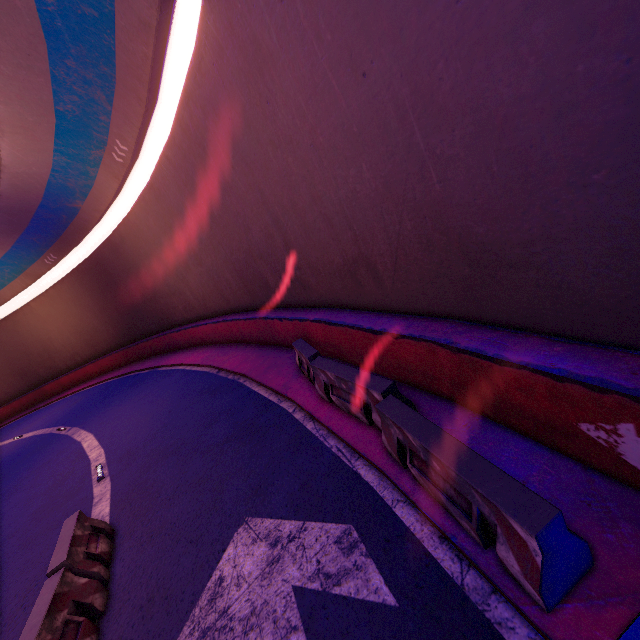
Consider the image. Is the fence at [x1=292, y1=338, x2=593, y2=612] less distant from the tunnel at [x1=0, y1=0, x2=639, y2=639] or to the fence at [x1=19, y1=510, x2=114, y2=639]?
the tunnel at [x1=0, y1=0, x2=639, y2=639]

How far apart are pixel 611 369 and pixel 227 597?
5.3m

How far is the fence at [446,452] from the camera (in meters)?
2.60

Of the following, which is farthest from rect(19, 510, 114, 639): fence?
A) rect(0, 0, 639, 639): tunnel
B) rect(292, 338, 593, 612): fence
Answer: rect(292, 338, 593, 612): fence

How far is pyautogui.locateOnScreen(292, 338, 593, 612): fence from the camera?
2.6m

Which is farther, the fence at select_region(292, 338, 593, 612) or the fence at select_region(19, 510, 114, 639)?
→ the fence at select_region(19, 510, 114, 639)

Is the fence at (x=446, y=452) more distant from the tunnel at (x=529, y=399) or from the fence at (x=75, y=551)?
the fence at (x=75, y=551)
